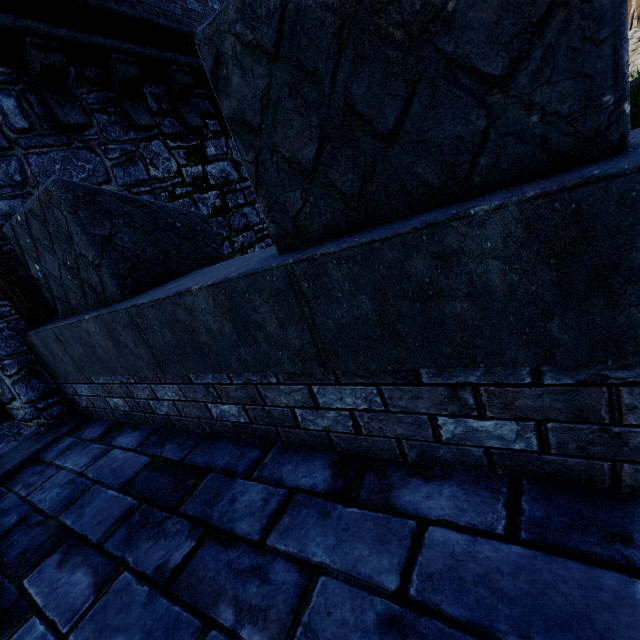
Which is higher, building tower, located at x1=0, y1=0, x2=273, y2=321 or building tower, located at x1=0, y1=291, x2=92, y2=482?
building tower, located at x1=0, y1=0, x2=273, y2=321

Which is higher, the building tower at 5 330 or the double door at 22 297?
the double door at 22 297

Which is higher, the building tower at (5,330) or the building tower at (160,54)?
the building tower at (160,54)

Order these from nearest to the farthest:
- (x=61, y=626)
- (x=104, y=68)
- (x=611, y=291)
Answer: (x=611, y=291)
(x=61, y=626)
(x=104, y=68)

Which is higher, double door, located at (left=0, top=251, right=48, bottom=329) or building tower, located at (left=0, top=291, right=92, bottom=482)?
double door, located at (left=0, top=251, right=48, bottom=329)
